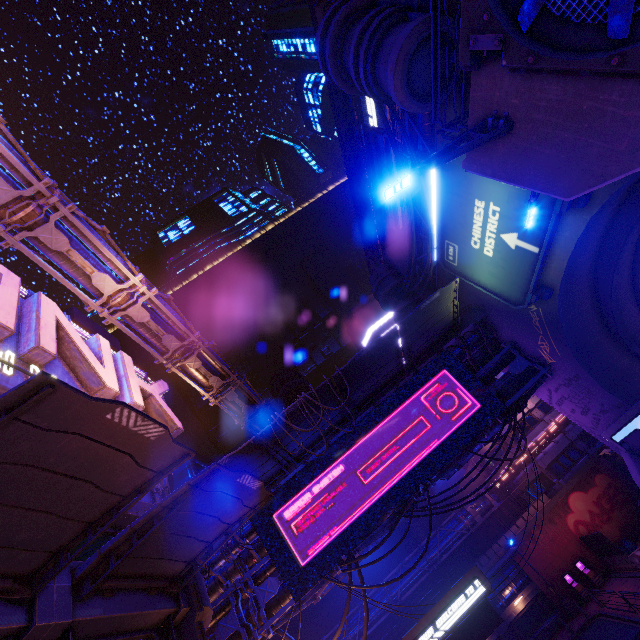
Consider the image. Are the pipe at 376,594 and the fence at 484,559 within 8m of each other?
yes

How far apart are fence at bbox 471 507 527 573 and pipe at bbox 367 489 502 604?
0.02m

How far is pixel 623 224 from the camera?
13.2 meters

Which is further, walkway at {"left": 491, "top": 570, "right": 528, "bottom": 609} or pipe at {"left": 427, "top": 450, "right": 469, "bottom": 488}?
walkway at {"left": 491, "top": 570, "right": 528, "bottom": 609}

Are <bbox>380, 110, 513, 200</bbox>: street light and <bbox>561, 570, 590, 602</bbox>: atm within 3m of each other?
no

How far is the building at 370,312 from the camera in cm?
2470

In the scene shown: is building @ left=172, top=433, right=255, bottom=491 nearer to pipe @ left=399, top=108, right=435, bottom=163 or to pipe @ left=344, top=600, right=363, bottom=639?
pipe @ left=344, top=600, right=363, bottom=639

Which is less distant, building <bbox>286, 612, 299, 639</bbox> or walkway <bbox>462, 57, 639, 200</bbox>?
walkway <bbox>462, 57, 639, 200</bbox>
